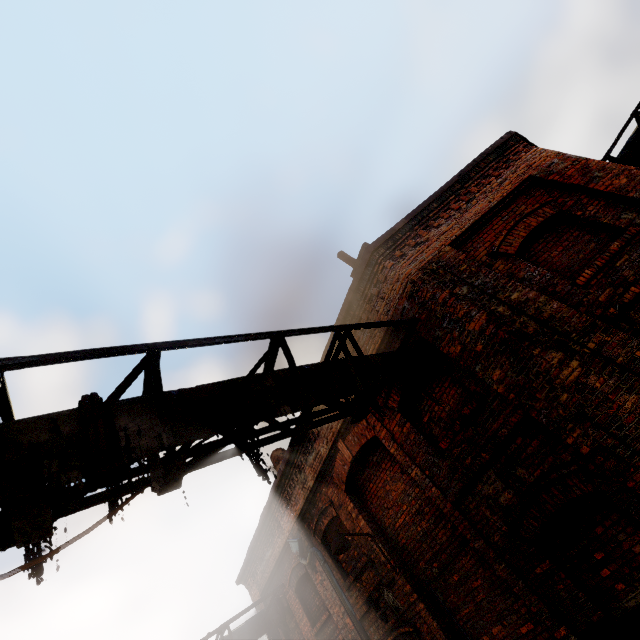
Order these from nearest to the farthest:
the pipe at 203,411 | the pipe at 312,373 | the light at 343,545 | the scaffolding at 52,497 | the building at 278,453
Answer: the scaffolding at 52,497 < the pipe at 203,411 < the pipe at 312,373 < the light at 343,545 < the building at 278,453

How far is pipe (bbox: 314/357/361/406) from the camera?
4.0m

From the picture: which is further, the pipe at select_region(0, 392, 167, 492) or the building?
the building

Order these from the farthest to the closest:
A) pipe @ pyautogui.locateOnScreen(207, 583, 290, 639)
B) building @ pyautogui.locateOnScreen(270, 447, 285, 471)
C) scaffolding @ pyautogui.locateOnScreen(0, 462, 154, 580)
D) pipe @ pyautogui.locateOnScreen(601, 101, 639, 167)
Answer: building @ pyautogui.locateOnScreen(270, 447, 285, 471), pipe @ pyautogui.locateOnScreen(207, 583, 290, 639), pipe @ pyautogui.locateOnScreen(601, 101, 639, 167), scaffolding @ pyautogui.locateOnScreen(0, 462, 154, 580)

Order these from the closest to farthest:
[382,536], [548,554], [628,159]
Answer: [548,554], [382,536], [628,159]

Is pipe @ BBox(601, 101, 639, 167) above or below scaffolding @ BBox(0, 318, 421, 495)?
above

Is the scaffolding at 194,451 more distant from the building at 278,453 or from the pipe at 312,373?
the building at 278,453

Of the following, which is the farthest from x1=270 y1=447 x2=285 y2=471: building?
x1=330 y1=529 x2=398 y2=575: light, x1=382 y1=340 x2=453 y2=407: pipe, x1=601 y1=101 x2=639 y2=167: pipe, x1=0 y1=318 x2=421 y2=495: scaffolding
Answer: x1=601 y1=101 x2=639 y2=167: pipe
